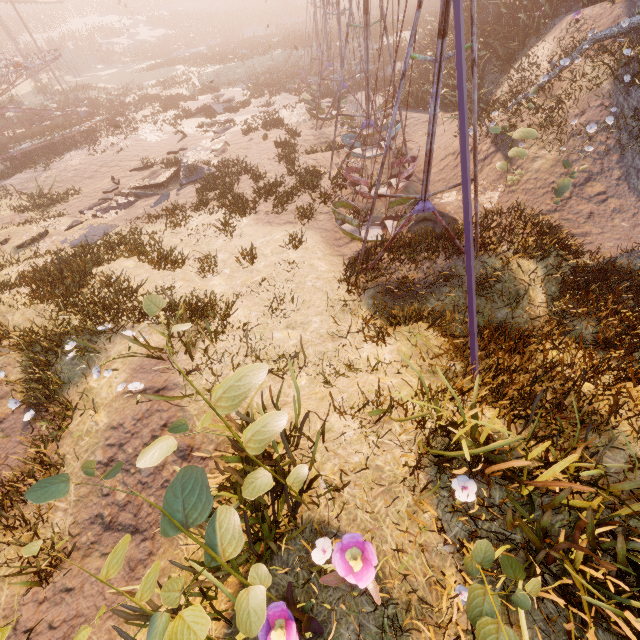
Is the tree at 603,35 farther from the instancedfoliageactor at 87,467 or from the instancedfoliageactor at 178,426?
the instancedfoliageactor at 87,467

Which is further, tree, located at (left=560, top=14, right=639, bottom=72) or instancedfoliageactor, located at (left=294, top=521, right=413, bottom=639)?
tree, located at (left=560, top=14, right=639, bottom=72)

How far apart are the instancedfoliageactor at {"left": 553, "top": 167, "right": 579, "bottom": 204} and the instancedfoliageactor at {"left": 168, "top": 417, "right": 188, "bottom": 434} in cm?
990

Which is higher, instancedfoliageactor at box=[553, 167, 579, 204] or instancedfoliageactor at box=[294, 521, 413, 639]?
instancedfoliageactor at box=[294, 521, 413, 639]

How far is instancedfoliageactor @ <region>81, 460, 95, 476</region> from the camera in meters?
1.9 m

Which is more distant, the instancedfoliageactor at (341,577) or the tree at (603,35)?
the tree at (603,35)

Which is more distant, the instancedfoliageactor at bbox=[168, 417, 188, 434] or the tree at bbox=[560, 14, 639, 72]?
the tree at bbox=[560, 14, 639, 72]

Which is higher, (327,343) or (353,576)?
(353,576)
